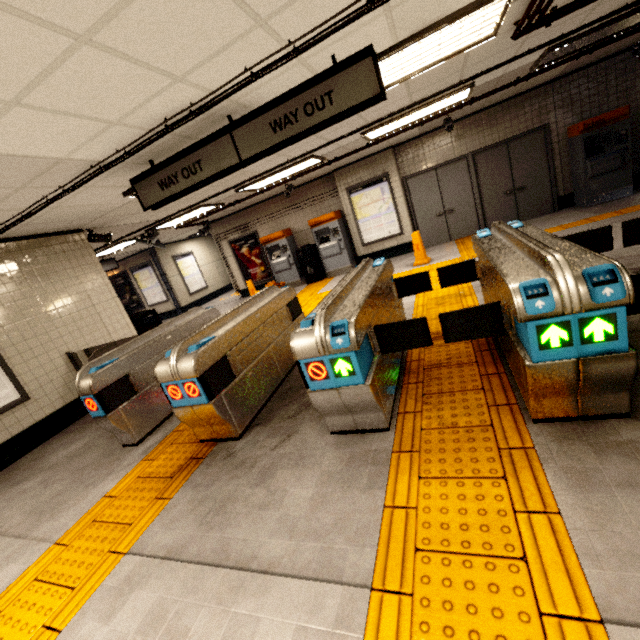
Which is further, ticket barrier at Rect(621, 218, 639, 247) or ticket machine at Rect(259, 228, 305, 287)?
ticket machine at Rect(259, 228, 305, 287)

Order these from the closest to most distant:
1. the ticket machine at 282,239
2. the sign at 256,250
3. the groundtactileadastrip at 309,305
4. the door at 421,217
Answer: the groundtactileadastrip at 309,305 < the door at 421,217 < the ticket machine at 282,239 < the sign at 256,250

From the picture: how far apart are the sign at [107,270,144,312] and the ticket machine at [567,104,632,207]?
15.6 meters

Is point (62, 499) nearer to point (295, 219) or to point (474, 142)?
point (295, 219)

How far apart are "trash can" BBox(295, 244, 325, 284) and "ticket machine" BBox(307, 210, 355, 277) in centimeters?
13cm

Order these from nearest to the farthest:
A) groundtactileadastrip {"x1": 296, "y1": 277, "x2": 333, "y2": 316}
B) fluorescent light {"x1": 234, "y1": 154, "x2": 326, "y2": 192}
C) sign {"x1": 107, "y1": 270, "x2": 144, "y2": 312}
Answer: fluorescent light {"x1": 234, "y1": 154, "x2": 326, "y2": 192}
groundtactileadastrip {"x1": 296, "y1": 277, "x2": 333, "y2": 316}
sign {"x1": 107, "y1": 270, "x2": 144, "y2": 312}

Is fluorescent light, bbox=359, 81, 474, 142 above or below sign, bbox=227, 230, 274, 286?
above

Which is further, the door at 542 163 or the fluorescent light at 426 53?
the door at 542 163
